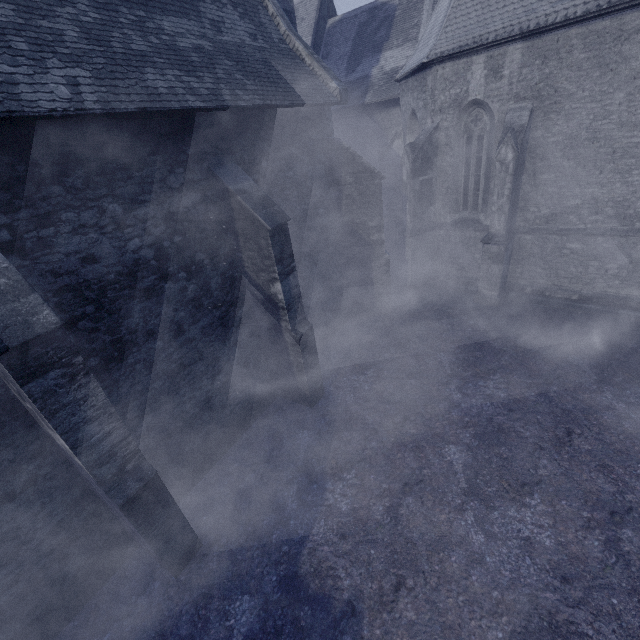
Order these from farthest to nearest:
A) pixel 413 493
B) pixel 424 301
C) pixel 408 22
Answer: pixel 408 22 < pixel 424 301 < pixel 413 493
